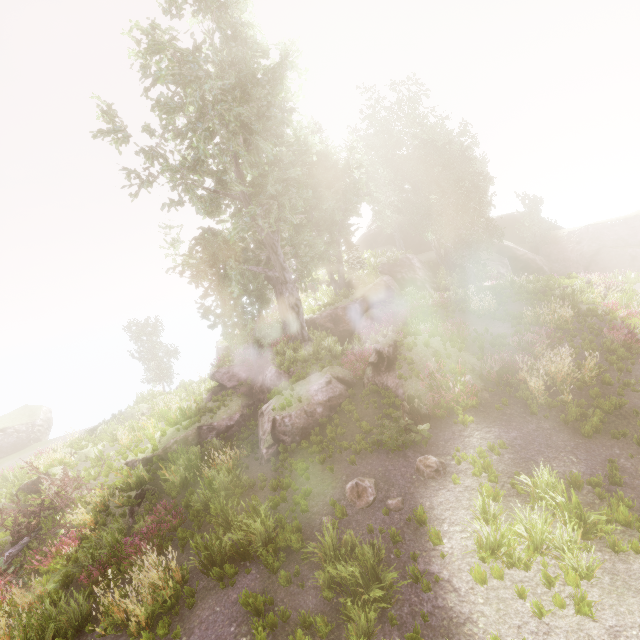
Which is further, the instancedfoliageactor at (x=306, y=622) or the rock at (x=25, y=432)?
the rock at (x=25, y=432)

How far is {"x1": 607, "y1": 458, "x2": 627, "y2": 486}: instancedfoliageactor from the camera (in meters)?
7.21

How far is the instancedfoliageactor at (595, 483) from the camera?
7.0 meters

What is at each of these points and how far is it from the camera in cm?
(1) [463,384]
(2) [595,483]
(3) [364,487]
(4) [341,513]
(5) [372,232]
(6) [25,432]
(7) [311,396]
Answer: (1) instancedfoliageactor, 1096
(2) instancedfoliageactor, 736
(3) instancedfoliageactor, 877
(4) instancedfoliageactor, 828
(5) rock, 4125
(6) rock, 3134
(7) rock, 1401

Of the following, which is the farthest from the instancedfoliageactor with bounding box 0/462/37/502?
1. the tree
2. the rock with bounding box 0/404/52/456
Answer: the tree

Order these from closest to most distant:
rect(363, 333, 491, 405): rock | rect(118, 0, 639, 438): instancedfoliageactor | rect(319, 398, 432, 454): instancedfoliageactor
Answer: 1. rect(319, 398, 432, 454): instancedfoliageactor
2. rect(363, 333, 491, 405): rock
3. rect(118, 0, 639, 438): instancedfoliageactor
